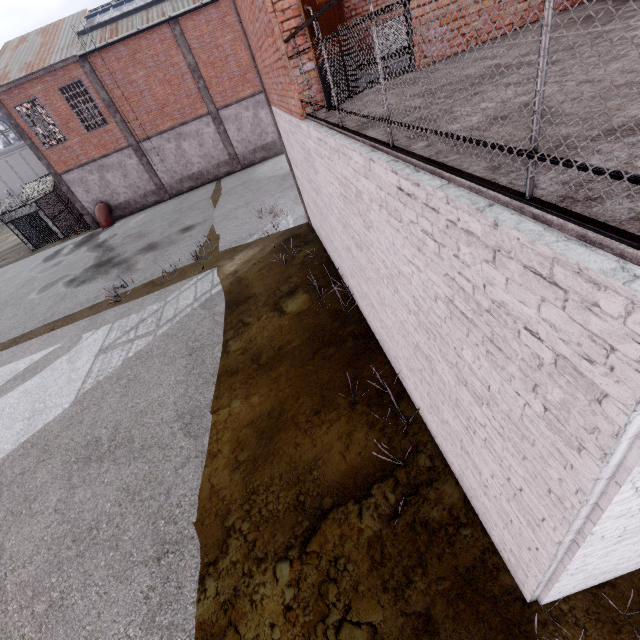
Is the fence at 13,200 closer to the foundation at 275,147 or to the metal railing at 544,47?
the metal railing at 544,47

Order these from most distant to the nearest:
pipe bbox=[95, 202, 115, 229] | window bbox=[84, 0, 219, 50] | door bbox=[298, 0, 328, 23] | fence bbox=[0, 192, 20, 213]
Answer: fence bbox=[0, 192, 20, 213] < pipe bbox=[95, 202, 115, 229] < window bbox=[84, 0, 219, 50] < door bbox=[298, 0, 328, 23]

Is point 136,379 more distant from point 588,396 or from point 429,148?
point 588,396

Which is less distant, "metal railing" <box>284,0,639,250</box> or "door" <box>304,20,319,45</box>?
"metal railing" <box>284,0,639,250</box>

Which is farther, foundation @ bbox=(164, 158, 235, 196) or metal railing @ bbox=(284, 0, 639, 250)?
foundation @ bbox=(164, 158, 235, 196)

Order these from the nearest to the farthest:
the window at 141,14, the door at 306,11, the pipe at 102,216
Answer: the door at 306,11, the window at 141,14, the pipe at 102,216

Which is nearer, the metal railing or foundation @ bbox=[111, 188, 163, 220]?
the metal railing

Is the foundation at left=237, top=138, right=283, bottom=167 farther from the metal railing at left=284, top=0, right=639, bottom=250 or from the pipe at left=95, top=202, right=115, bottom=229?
the metal railing at left=284, top=0, right=639, bottom=250
